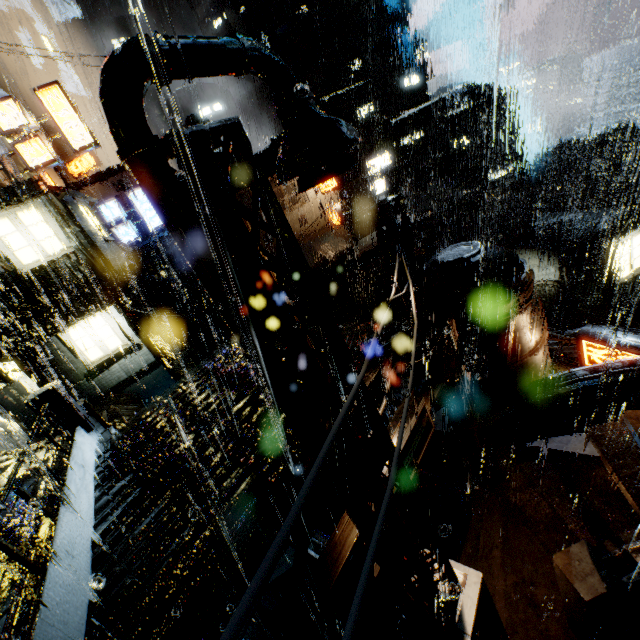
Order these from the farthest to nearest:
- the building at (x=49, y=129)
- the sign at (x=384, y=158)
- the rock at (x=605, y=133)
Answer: the rock at (x=605, y=133)
the building at (x=49, y=129)
the sign at (x=384, y=158)

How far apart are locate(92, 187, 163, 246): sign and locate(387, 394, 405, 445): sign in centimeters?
2140cm

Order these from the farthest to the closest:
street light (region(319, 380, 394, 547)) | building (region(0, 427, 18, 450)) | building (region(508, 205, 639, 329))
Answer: building (region(508, 205, 639, 329))
building (region(0, 427, 18, 450))
street light (region(319, 380, 394, 547))

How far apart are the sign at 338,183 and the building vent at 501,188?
31.94m

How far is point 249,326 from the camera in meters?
3.2

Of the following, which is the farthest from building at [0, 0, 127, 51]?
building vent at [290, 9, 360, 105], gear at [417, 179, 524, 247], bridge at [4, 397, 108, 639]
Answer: gear at [417, 179, 524, 247]

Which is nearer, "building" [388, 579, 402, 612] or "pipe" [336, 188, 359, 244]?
"building" [388, 579, 402, 612]

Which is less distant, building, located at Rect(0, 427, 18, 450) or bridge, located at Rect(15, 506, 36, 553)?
bridge, located at Rect(15, 506, 36, 553)
